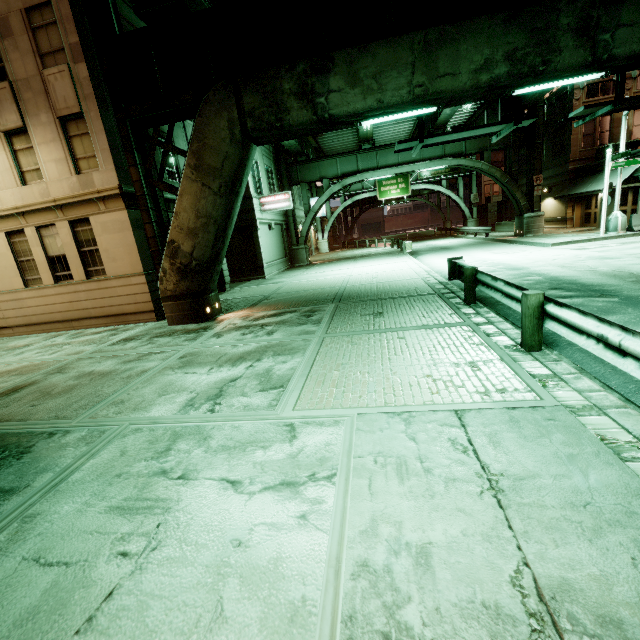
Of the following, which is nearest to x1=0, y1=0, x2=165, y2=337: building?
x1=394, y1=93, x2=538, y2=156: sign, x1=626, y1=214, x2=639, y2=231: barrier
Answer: x1=394, y1=93, x2=538, y2=156: sign

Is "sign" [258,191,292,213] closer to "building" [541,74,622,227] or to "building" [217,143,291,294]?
"building" [217,143,291,294]

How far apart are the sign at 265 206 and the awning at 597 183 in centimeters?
2064cm

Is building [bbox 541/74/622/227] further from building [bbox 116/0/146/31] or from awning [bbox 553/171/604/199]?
building [bbox 116/0/146/31]

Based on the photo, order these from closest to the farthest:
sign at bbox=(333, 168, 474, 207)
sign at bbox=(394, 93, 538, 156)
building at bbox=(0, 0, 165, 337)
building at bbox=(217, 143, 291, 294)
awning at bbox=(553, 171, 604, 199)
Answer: sign at bbox=(394, 93, 538, 156) → building at bbox=(0, 0, 165, 337) → building at bbox=(217, 143, 291, 294) → awning at bbox=(553, 171, 604, 199) → sign at bbox=(333, 168, 474, 207)

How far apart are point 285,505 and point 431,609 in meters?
1.4

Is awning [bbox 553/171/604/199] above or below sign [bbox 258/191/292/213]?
below

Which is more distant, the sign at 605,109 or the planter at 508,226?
the planter at 508,226
